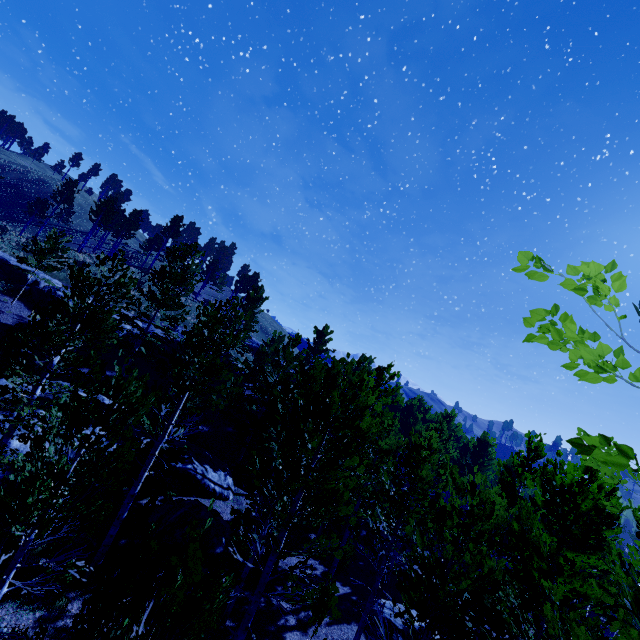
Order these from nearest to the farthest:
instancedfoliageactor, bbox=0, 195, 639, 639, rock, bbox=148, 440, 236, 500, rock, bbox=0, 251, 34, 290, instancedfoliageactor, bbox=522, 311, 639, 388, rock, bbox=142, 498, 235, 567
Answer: instancedfoliageactor, bbox=522, 311, 639, 388 → instancedfoliageactor, bbox=0, 195, 639, 639 → rock, bbox=142, 498, 235, 567 → rock, bbox=148, 440, 236, 500 → rock, bbox=0, 251, 34, 290

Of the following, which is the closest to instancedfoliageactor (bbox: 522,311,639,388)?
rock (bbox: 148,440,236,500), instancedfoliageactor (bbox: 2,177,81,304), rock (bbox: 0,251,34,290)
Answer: instancedfoliageactor (bbox: 2,177,81,304)

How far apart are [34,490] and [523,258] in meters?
8.2

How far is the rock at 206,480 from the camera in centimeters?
1661cm

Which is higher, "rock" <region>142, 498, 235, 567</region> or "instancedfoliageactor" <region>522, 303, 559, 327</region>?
"instancedfoliageactor" <region>522, 303, 559, 327</region>

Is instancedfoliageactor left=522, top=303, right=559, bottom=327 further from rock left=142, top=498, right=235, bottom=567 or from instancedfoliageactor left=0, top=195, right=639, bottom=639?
rock left=142, top=498, right=235, bottom=567

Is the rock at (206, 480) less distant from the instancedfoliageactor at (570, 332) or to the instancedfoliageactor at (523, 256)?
the instancedfoliageactor at (523, 256)

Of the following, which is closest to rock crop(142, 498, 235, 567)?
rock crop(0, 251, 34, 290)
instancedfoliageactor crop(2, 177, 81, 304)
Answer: instancedfoliageactor crop(2, 177, 81, 304)
